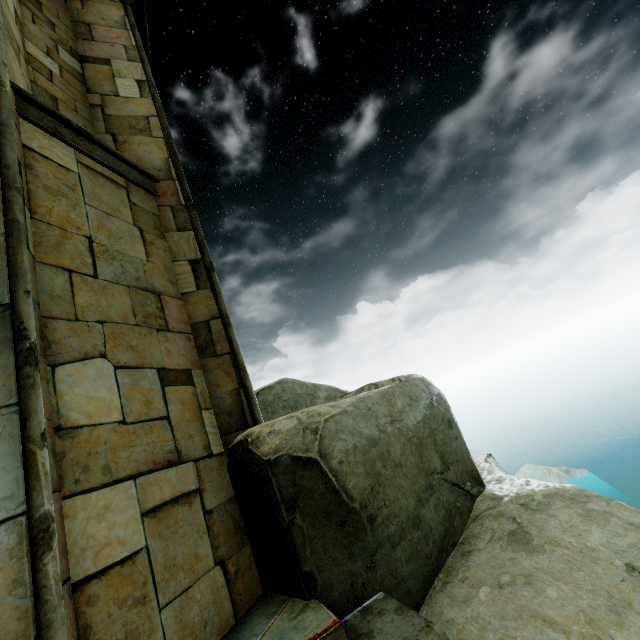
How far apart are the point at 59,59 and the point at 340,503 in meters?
6.3

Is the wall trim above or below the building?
below

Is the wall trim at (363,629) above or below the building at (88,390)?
below
